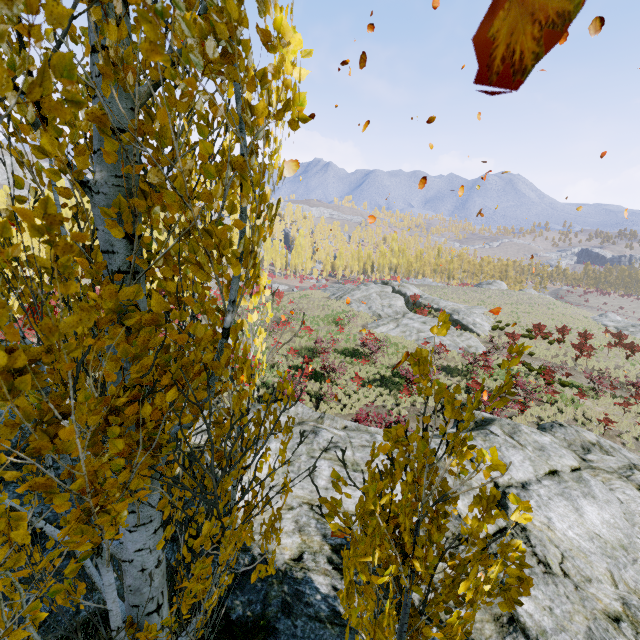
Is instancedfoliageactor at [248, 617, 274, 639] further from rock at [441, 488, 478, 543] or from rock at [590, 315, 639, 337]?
rock at [590, 315, 639, 337]

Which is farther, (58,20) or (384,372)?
(384,372)

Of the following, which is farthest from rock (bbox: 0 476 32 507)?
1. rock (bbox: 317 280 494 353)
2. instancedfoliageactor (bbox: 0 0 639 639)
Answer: rock (bbox: 317 280 494 353)

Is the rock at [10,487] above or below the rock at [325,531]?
above

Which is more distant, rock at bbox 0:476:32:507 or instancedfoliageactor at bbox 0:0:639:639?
rock at bbox 0:476:32:507

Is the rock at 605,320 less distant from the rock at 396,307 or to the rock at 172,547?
the rock at 396,307

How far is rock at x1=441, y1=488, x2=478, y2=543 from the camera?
6.7m

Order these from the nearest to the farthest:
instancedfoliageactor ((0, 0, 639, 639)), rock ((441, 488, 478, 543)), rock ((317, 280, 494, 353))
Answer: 1. instancedfoliageactor ((0, 0, 639, 639))
2. rock ((441, 488, 478, 543))
3. rock ((317, 280, 494, 353))
